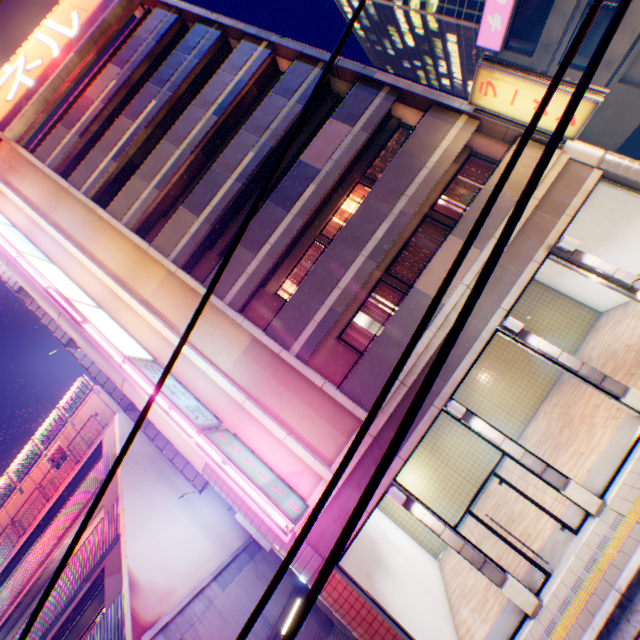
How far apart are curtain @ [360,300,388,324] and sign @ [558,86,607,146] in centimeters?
703cm

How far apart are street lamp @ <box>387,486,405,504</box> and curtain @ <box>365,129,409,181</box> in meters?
10.9

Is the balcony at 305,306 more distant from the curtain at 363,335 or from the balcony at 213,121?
the balcony at 213,121

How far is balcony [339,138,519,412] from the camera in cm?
958

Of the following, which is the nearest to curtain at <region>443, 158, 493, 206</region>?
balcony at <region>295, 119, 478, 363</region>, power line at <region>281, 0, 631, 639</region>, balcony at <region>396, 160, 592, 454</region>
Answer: balcony at <region>295, 119, 478, 363</region>

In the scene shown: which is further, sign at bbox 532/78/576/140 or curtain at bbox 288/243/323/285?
Answer: curtain at bbox 288/243/323/285

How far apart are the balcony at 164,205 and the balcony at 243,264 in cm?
497

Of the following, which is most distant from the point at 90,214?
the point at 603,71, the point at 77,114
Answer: the point at 603,71
